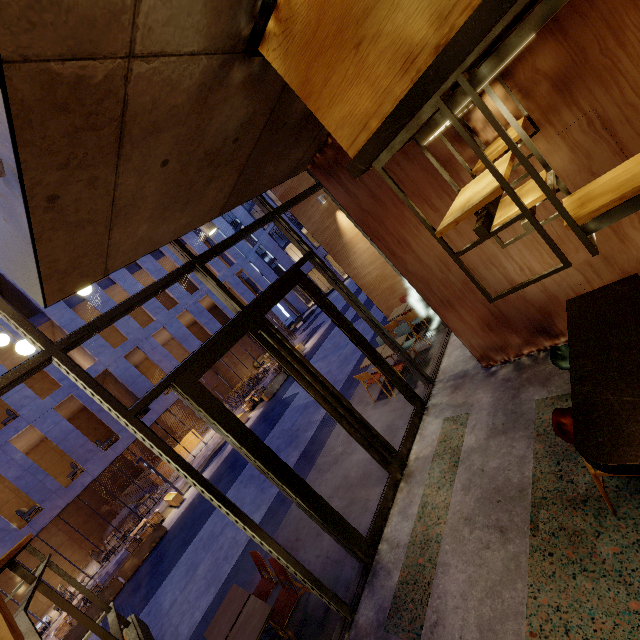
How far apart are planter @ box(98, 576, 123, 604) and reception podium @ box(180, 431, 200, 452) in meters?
9.7

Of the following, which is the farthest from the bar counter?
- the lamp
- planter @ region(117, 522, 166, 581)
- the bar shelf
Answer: planter @ region(117, 522, 166, 581)

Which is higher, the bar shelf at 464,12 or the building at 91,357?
the building at 91,357

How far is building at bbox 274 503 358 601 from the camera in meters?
4.4 m

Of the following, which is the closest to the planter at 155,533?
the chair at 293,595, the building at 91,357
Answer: the building at 91,357

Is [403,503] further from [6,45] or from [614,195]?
[6,45]

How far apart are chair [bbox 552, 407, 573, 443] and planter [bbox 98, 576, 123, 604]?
16.1m
